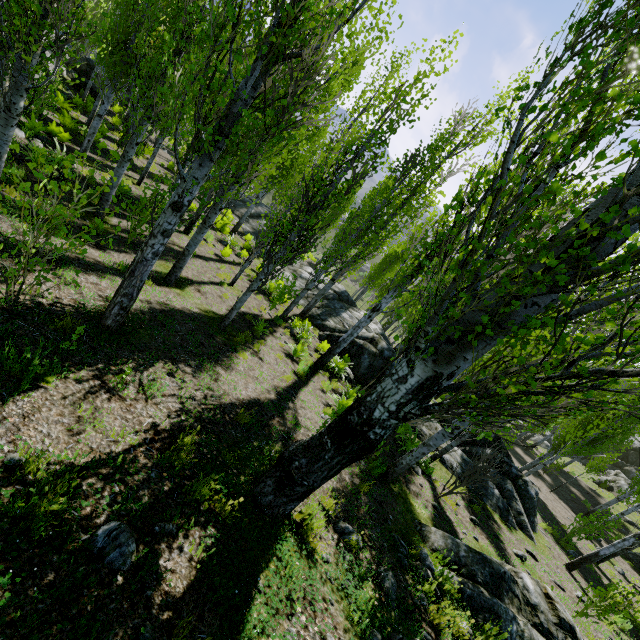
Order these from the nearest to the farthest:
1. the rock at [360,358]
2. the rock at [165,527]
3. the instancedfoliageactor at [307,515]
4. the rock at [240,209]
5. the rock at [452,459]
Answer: the rock at [165,527]
the instancedfoliageactor at [307,515]
the rock at [452,459]
the rock at [360,358]
the rock at [240,209]

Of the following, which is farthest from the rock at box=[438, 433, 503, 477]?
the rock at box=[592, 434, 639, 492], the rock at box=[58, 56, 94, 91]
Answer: the rock at box=[58, 56, 94, 91]

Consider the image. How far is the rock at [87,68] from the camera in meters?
19.4 m

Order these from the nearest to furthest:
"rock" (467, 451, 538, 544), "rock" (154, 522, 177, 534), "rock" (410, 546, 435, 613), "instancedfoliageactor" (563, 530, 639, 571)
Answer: "rock" (154, 522, 177, 534) → "rock" (410, 546, 435, 613) → "instancedfoliageactor" (563, 530, 639, 571) → "rock" (467, 451, 538, 544)

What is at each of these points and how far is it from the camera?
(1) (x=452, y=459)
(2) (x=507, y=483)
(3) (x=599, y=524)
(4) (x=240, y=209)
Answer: (1) rock, 12.5 meters
(2) rock, 12.9 meters
(3) instancedfoliageactor, 13.2 meters
(4) rock, 24.7 meters

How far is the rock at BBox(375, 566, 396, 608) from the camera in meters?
4.3 m

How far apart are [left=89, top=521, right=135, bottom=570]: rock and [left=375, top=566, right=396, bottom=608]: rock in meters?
3.4

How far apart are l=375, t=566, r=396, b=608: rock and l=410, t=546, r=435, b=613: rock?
0.7 meters
